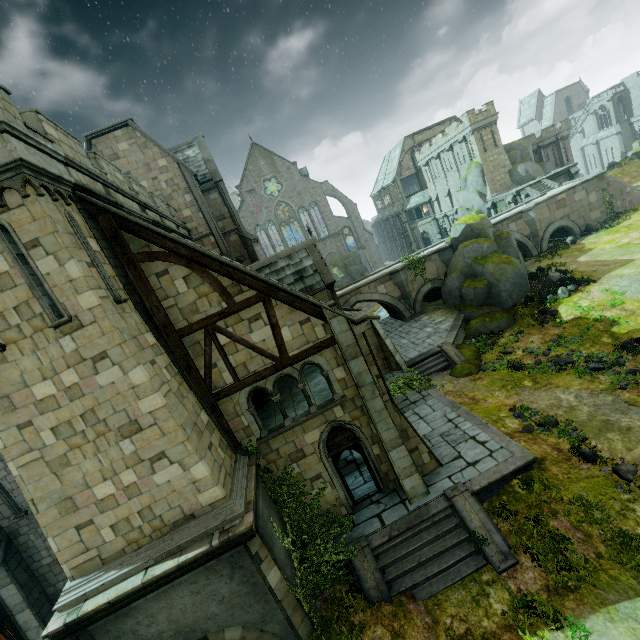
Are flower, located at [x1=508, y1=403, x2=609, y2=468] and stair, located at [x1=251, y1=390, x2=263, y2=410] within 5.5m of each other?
no

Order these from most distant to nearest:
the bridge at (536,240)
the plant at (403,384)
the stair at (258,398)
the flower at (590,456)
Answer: →
1. the bridge at (536,240)
2. the plant at (403,384)
3. the stair at (258,398)
4. the flower at (590,456)

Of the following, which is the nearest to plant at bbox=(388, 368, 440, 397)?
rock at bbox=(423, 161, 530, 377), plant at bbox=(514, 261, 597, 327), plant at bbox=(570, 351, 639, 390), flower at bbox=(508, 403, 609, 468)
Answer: rock at bbox=(423, 161, 530, 377)

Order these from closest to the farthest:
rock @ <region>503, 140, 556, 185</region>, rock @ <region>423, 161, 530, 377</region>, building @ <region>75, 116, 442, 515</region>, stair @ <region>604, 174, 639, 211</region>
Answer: building @ <region>75, 116, 442, 515</region> → rock @ <region>423, 161, 530, 377</region> → stair @ <region>604, 174, 639, 211</region> → rock @ <region>503, 140, 556, 185</region>

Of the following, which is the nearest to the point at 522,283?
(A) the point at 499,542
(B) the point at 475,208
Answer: (A) the point at 499,542

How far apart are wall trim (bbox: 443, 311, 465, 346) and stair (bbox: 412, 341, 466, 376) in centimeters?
1cm

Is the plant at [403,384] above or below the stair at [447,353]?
above

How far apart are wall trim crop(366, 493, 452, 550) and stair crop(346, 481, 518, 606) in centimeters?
1cm
